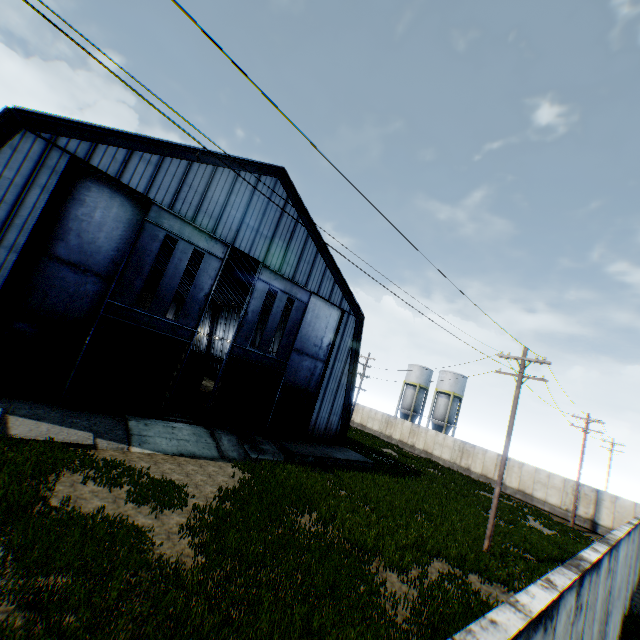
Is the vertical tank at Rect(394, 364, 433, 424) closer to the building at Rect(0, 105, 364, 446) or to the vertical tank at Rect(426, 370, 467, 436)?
the vertical tank at Rect(426, 370, 467, 436)

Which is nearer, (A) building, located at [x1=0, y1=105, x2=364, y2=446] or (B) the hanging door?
(A) building, located at [x1=0, y1=105, x2=364, y2=446]

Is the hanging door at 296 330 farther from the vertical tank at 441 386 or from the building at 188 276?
the vertical tank at 441 386

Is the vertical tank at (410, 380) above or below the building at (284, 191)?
below

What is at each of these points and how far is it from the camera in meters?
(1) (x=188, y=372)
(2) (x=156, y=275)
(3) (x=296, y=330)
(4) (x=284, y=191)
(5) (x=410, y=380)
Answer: (1) train, 26.0
(2) building, 59.6
(3) hanging door, 22.9
(4) building, 21.6
(5) vertical tank, 52.9

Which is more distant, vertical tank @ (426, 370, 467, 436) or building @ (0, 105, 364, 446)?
vertical tank @ (426, 370, 467, 436)

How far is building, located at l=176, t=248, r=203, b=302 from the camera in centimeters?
4058cm
